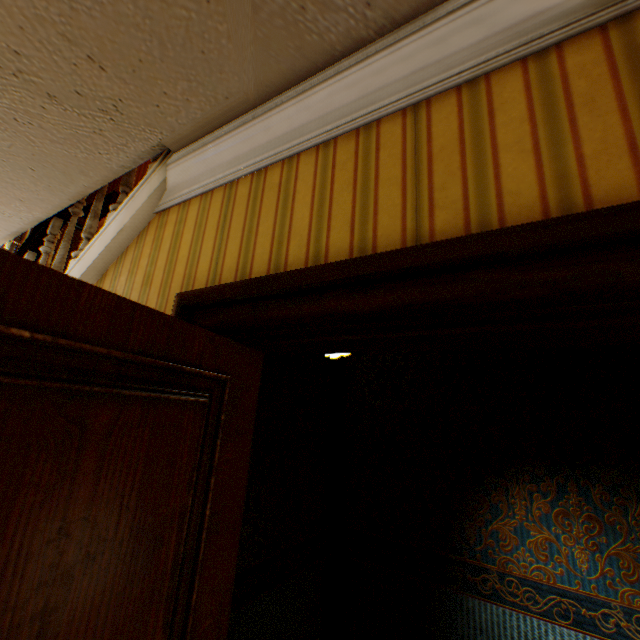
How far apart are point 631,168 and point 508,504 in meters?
1.9 m
